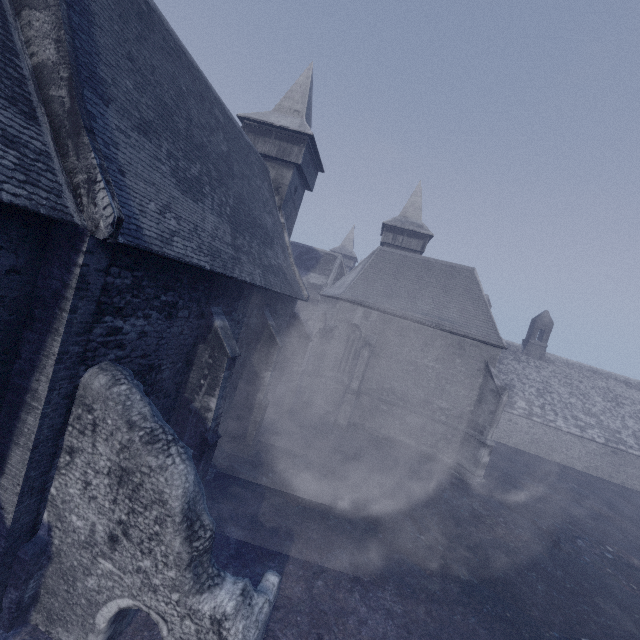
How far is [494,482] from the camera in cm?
1872
